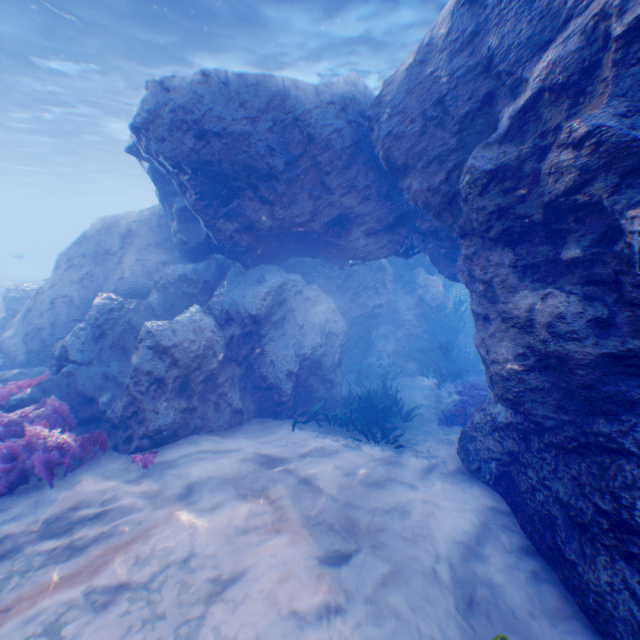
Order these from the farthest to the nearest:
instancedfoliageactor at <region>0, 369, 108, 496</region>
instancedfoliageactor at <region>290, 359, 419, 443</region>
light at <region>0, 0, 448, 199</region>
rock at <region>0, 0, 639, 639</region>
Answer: light at <region>0, 0, 448, 199</region> → instancedfoliageactor at <region>290, 359, 419, 443</region> → instancedfoliageactor at <region>0, 369, 108, 496</region> → rock at <region>0, 0, 639, 639</region>

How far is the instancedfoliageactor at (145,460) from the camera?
5.24m

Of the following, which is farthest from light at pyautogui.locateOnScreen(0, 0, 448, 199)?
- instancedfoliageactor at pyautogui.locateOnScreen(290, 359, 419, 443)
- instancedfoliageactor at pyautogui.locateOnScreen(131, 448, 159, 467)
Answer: instancedfoliageactor at pyautogui.locateOnScreen(131, 448, 159, 467)

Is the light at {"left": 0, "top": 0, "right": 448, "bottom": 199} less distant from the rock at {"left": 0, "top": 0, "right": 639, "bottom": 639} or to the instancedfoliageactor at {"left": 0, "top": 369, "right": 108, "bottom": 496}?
the rock at {"left": 0, "top": 0, "right": 639, "bottom": 639}

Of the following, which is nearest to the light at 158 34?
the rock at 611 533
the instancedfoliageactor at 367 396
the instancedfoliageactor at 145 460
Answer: the rock at 611 533

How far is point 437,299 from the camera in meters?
14.9 m

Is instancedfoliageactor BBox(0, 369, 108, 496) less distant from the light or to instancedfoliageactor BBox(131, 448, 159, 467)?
instancedfoliageactor BBox(131, 448, 159, 467)
